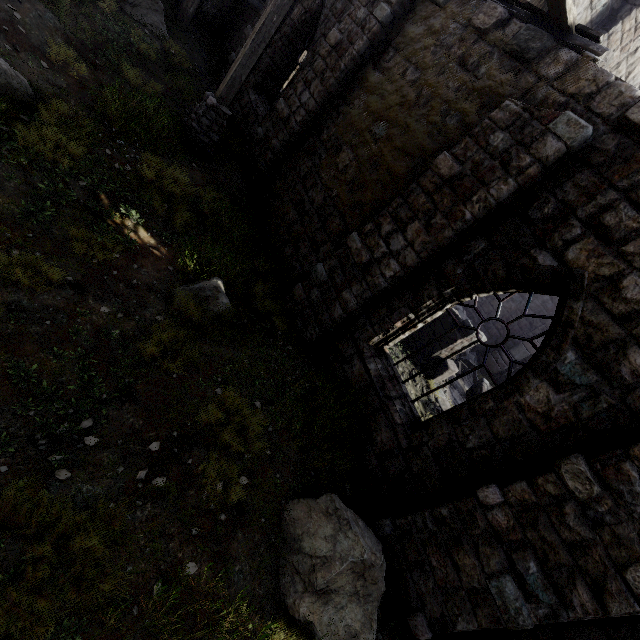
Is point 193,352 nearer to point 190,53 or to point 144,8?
point 144,8

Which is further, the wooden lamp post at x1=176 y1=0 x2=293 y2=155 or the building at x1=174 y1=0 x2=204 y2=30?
the building at x1=174 y1=0 x2=204 y2=30

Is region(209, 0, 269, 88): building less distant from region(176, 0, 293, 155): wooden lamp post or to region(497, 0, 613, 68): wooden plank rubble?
region(497, 0, 613, 68): wooden plank rubble

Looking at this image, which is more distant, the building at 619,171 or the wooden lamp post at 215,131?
the wooden lamp post at 215,131

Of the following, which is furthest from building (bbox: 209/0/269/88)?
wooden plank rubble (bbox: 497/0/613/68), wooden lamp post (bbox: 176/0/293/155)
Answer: wooden lamp post (bbox: 176/0/293/155)

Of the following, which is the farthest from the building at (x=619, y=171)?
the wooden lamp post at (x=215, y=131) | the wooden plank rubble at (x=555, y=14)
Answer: the wooden lamp post at (x=215, y=131)
